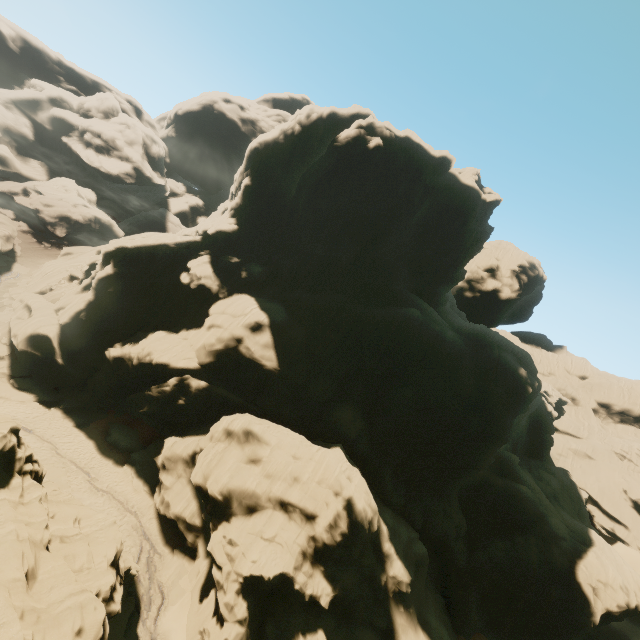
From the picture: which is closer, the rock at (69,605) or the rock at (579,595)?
the rock at (69,605)

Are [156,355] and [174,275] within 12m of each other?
yes

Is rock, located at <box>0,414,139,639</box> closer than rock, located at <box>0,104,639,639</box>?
Yes
